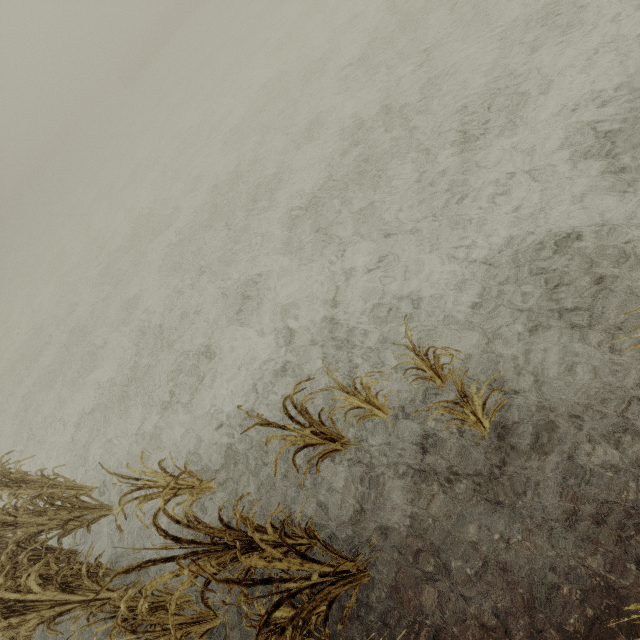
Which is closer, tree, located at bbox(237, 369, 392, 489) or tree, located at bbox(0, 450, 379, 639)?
tree, located at bbox(0, 450, 379, 639)

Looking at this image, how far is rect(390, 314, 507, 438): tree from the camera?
2.59m

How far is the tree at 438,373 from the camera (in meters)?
2.59

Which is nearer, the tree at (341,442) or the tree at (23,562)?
the tree at (23,562)

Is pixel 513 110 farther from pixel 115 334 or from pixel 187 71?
pixel 187 71

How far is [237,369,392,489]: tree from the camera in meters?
3.0
